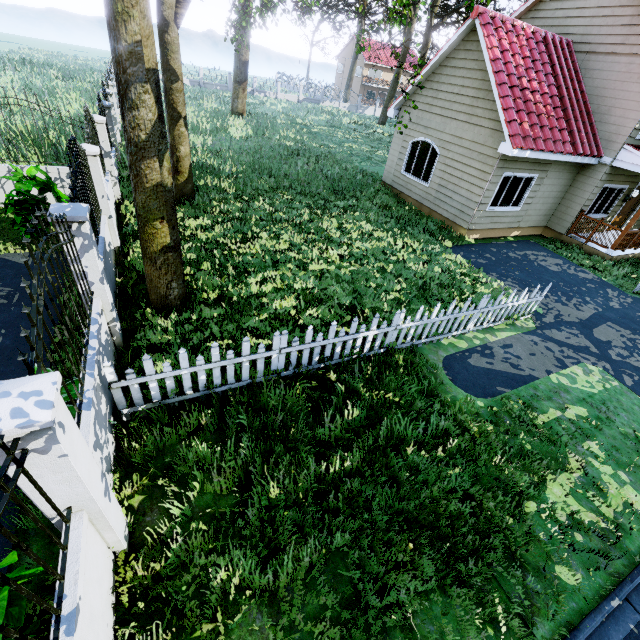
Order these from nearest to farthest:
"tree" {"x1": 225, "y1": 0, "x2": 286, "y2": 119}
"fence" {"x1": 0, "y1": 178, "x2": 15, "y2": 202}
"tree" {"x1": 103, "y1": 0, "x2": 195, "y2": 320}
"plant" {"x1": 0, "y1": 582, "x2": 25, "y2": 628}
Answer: "plant" {"x1": 0, "y1": 582, "x2": 25, "y2": 628} < "tree" {"x1": 103, "y1": 0, "x2": 195, "y2": 320} < "fence" {"x1": 0, "y1": 178, "x2": 15, "y2": 202} < "tree" {"x1": 225, "y1": 0, "x2": 286, "y2": 119}

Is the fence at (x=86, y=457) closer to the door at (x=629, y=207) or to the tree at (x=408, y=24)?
the tree at (x=408, y=24)

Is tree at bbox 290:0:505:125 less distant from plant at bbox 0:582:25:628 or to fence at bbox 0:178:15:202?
fence at bbox 0:178:15:202

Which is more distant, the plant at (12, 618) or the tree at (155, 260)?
the tree at (155, 260)

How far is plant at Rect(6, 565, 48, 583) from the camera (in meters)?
2.30

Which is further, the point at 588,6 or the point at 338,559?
the point at 588,6

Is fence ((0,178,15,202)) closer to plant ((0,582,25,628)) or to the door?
plant ((0,582,25,628))
